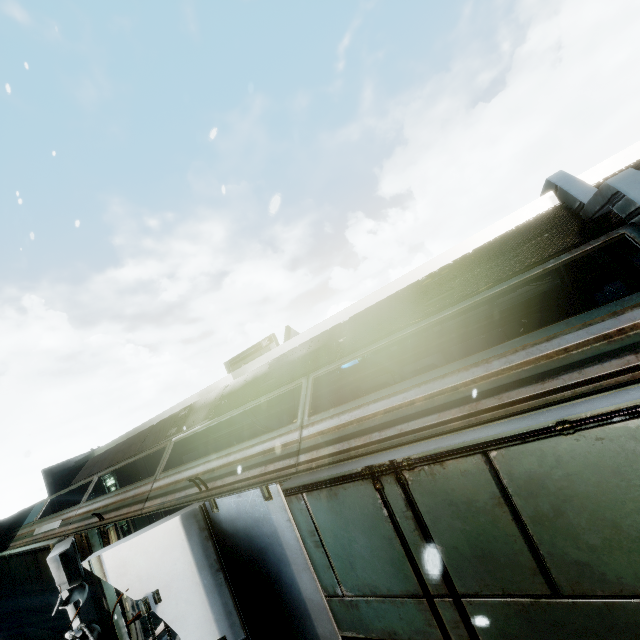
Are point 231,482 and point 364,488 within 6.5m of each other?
yes

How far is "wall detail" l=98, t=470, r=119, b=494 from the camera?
13.4m

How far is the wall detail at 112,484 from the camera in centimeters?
1342cm

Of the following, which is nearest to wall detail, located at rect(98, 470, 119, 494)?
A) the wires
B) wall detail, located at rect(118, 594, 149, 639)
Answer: wall detail, located at rect(118, 594, 149, 639)

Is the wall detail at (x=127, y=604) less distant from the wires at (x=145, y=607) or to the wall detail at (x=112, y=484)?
the wires at (x=145, y=607)

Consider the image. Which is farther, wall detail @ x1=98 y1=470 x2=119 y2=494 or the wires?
wall detail @ x1=98 y1=470 x2=119 y2=494

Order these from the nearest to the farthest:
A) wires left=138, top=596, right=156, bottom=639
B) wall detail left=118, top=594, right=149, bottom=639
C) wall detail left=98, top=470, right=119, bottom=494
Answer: wires left=138, top=596, right=156, bottom=639, wall detail left=118, top=594, right=149, bottom=639, wall detail left=98, top=470, right=119, bottom=494
